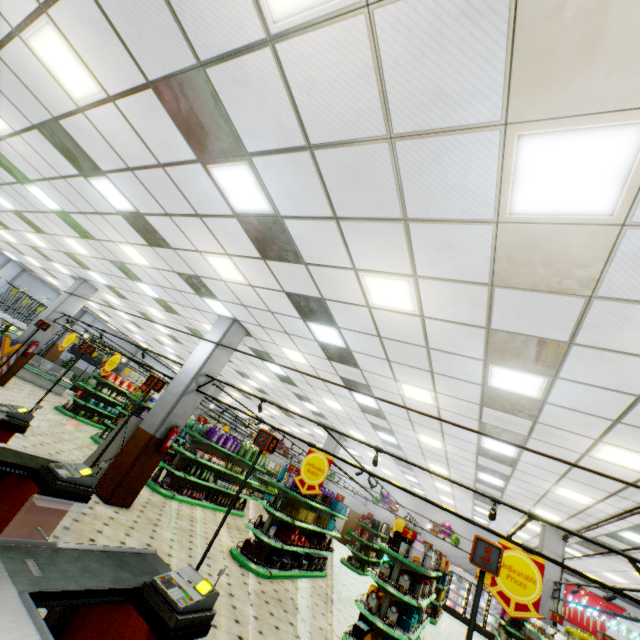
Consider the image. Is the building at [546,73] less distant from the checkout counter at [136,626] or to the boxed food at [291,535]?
the checkout counter at [136,626]

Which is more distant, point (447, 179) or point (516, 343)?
point (516, 343)

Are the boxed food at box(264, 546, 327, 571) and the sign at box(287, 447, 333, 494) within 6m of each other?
yes

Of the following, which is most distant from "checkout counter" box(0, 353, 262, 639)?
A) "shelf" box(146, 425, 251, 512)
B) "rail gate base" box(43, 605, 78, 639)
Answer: "shelf" box(146, 425, 251, 512)

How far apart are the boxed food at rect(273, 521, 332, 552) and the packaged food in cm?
312

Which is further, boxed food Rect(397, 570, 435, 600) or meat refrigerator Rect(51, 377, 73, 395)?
meat refrigerator Rect(51, 377, 73, 395)

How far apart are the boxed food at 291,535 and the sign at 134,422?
4.32m

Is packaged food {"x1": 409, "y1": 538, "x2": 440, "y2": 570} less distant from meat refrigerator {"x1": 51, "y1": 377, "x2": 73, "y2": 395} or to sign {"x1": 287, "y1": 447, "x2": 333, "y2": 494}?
sign {"x1": 287, "y1": 447, "x2": 333, "y2": 494}
